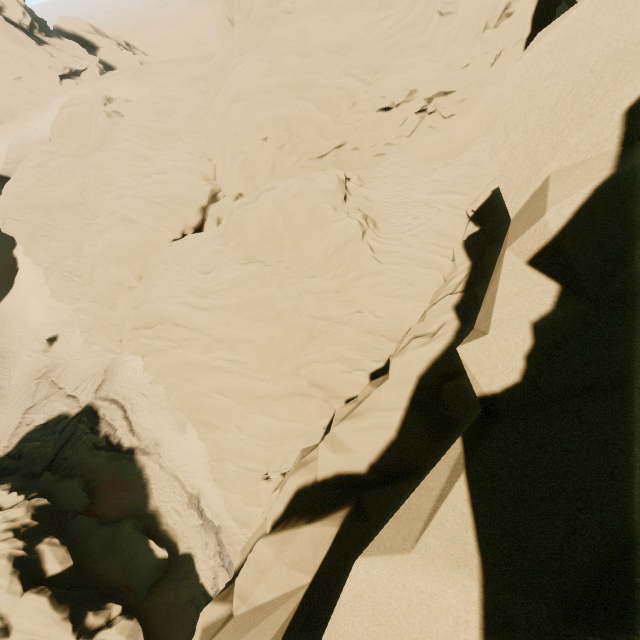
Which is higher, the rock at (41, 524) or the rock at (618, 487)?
the rock at (618, 487)

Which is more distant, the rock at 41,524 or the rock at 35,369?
the rock at 35,369

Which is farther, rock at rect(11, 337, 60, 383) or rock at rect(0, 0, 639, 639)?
rock at rect(11, 337, 60, 383)

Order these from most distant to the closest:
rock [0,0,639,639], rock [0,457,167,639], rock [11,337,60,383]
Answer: rock [11,337,60,383], rock [0,457,167,639], rock [0,0,639,639]

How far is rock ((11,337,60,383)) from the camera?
31.6m

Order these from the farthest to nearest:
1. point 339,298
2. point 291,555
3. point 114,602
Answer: point 114,602, point 339,298, point 291,555
